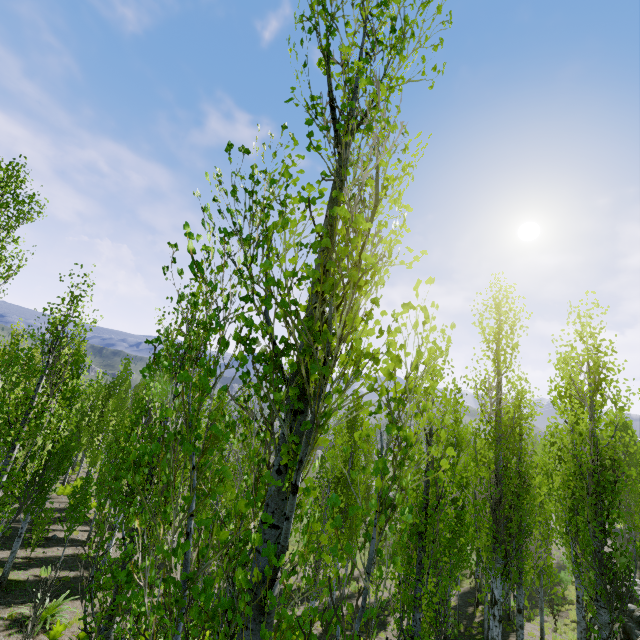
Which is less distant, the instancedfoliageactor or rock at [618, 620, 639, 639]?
the instancedfoliageactor

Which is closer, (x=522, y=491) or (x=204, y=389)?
(x=204, y=389)

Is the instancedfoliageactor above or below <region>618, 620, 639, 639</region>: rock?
above

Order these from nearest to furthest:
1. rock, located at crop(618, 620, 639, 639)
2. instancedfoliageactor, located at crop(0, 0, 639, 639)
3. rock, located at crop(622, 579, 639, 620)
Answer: instancedfoliageactor, located at crop(0, 0, 639, 639) < rock, located at crop(618, 620, 639, 639) < rock, located at crop(622, 579, 639, 620)

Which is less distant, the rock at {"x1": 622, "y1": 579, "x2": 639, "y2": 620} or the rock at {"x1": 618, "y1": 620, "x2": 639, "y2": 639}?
the rock at {"x1": 618, "y1": 620, "x2": 639, "y2": 639}

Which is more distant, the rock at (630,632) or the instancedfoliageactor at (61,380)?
the rock at (630,632)
